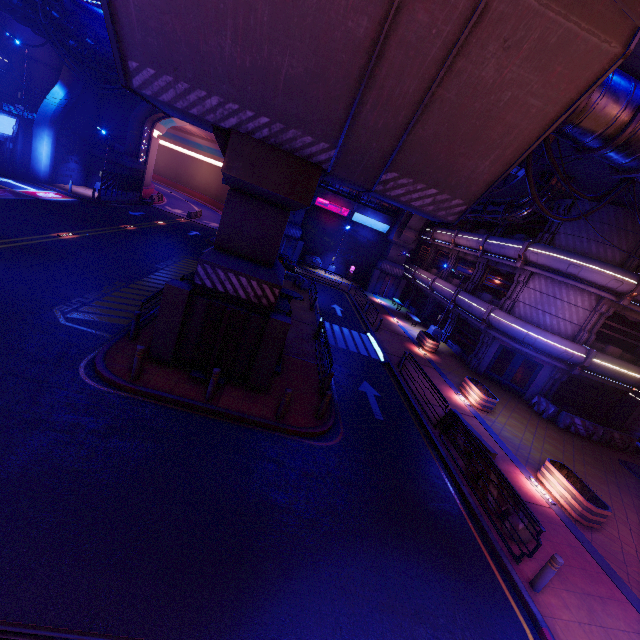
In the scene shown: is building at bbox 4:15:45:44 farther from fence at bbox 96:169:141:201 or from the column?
fence at bbox 96:169:141:201

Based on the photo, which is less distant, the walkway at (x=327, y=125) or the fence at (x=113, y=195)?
the walkway at (x=327, y=125)

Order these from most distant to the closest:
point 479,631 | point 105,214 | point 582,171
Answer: point 105,214
point 582,171
point 479,631

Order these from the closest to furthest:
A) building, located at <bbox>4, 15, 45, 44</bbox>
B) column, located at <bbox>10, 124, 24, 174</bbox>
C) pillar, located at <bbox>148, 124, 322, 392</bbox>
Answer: pillar, located at <bbox>148, 124, 322, 392</bbox> < column, located at <bbox>10, 124, 24, 174</bbox> < building, located at <bbox>4, 15, 45, 44</bbox>

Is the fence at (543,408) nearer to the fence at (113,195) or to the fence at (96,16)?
the fence at (96,16)

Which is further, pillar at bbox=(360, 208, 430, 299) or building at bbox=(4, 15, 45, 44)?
pillar at bbox=(360, 208, 430, 299)

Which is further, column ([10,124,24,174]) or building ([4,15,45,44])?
building ([4,15,45,44])

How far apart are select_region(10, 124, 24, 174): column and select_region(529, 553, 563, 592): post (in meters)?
41.32
